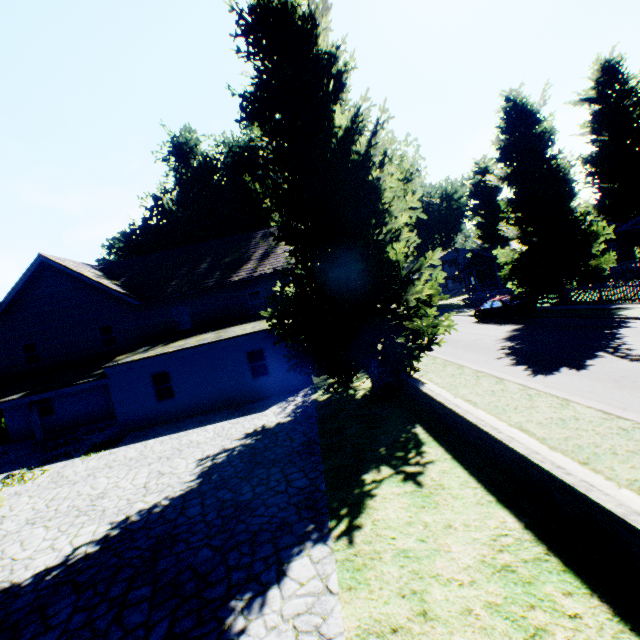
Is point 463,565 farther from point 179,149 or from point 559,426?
point 179,149

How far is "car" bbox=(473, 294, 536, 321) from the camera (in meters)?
21.45

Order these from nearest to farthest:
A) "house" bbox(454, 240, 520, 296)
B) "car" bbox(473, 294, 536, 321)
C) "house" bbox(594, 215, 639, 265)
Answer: "house" bbox(594, 215, 639, 265) → "car" bbox(473, 294, 536, 321) → "house" bbox(454, 240, 520, 296)

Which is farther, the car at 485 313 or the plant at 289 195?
the car at 485 313

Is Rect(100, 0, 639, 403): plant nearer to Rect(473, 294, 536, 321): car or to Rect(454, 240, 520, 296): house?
Rect(454, 240, 520, 296): house

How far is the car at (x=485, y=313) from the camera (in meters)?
21.45

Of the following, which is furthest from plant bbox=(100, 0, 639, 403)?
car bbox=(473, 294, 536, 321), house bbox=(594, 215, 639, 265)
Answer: car bbox=(473, 294, 536, 321)

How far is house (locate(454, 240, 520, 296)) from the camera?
39.3 meters
